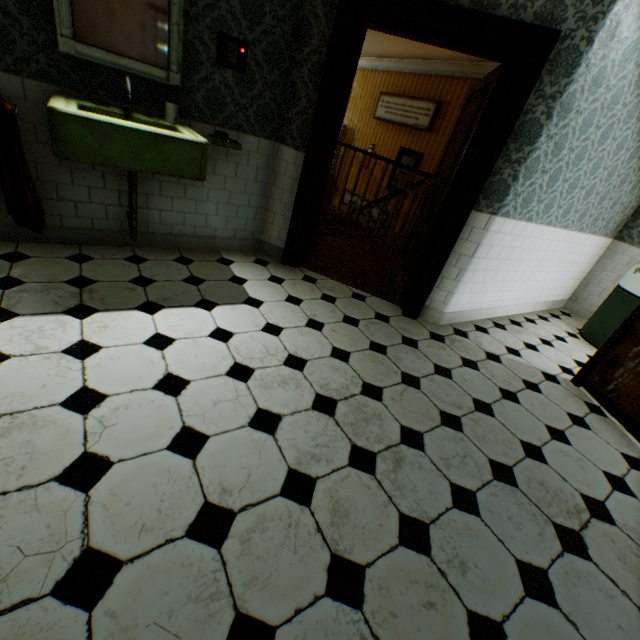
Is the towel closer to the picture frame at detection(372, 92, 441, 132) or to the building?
the building

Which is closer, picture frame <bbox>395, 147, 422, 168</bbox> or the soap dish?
the soap dish

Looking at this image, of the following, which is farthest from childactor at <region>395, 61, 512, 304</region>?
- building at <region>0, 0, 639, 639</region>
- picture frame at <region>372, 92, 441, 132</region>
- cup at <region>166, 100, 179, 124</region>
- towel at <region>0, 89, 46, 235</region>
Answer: picture frame at <region>372, 92, 441, 132</region>

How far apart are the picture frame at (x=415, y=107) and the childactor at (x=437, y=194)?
3.82m

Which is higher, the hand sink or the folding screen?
the hand sink

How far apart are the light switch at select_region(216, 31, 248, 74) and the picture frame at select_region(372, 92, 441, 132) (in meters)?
5.59

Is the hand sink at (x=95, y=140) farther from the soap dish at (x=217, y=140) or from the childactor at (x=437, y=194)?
the childactor at (x=437, y=194)

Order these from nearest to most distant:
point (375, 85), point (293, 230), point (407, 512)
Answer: point (407, 512)
point (293, 230)
point (375, 85)
